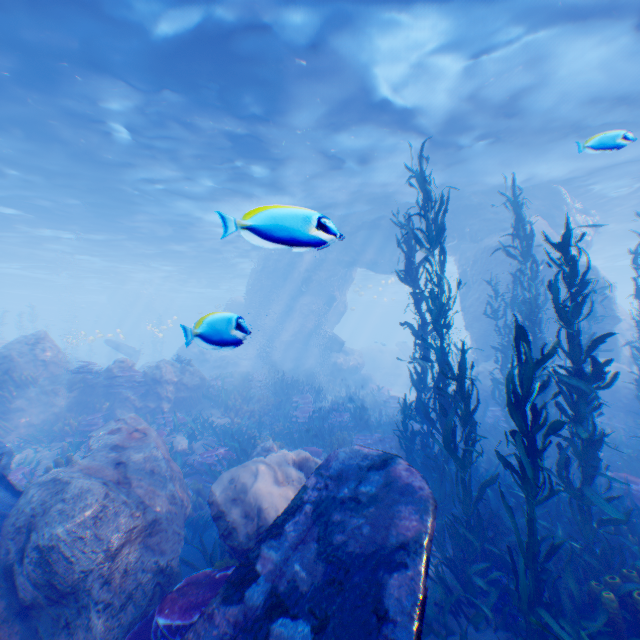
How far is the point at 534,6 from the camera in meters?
8.2 m

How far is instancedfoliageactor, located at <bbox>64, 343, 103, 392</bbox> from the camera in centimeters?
1271cm

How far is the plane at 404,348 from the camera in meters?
34.3

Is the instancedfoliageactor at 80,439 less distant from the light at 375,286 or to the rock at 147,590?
the rock at 147,590

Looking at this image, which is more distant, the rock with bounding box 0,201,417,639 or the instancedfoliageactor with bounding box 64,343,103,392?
the instancedfoliageactor with bounding box 64,343,103,392

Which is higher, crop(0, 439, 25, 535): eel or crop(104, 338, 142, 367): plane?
crop(104, 338, 142, 367): plane

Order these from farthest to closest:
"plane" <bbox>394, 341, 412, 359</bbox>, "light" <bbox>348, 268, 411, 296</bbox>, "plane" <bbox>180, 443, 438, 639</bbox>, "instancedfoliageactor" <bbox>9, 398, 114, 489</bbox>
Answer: "light" <bbox>348, 268, 411, 296</bbox>
"plane" <bbox>394, 341, 412, 359</bbox>
"instancedfoliageactor" <bbox>9, 398, 114, 489</bbox>
"plane" <bbox>180, 443, 438, 639</bbox>

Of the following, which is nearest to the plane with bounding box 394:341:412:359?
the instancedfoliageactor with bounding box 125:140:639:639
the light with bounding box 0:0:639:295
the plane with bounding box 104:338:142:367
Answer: the light with bounding box 0:0:639:295
